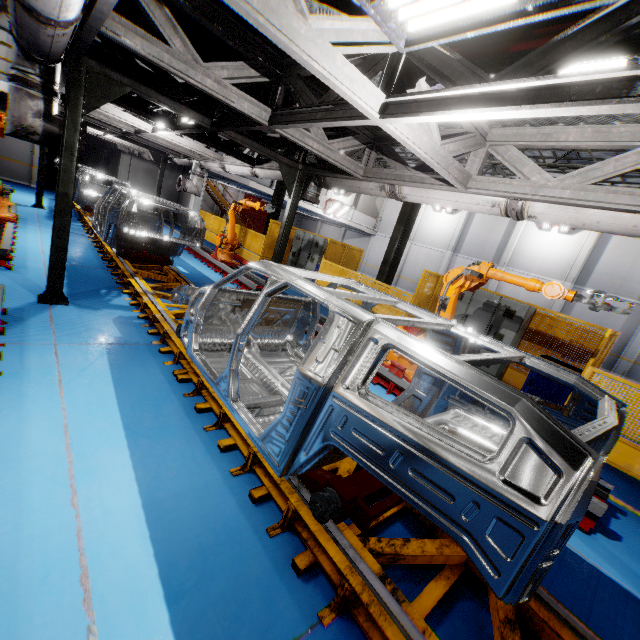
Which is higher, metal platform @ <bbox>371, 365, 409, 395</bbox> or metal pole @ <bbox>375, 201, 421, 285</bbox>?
metal pole @ <bbox>375, 201, 421, 285</bbox>

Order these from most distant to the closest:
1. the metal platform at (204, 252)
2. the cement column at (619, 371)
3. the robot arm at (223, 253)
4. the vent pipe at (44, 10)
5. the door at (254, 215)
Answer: the door at (254, 215), the cement column at (619, 371), the metal platform at (204, 252), the robot arm at (223, 253), the vent pipe at (44, 10)

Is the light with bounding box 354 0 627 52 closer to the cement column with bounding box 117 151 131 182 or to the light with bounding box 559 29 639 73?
the light with bounding box 559 29 639 73

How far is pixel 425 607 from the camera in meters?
2.2 m

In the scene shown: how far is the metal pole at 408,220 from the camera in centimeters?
1016cm

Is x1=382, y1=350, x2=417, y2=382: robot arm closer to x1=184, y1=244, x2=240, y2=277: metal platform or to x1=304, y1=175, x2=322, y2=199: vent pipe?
x1=304, y1=175, x2=322, y2=199: vent pipe

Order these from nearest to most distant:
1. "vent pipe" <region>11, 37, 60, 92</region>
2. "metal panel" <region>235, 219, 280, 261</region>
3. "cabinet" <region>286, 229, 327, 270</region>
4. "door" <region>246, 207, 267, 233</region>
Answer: "vent pipe" <region>11, 37, 60, 92</region>, "cabinet" <region>286, 229, 327, 270</region>, "metal panel" <region>235, 219, 280, 261</region>, "door" <region>246, 207, 267, 233</region>

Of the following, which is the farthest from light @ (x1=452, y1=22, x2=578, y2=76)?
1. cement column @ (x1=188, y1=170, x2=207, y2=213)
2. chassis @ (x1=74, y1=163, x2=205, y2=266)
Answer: cement column @ (x1=188, y1=170, x2=207, y2=213)
